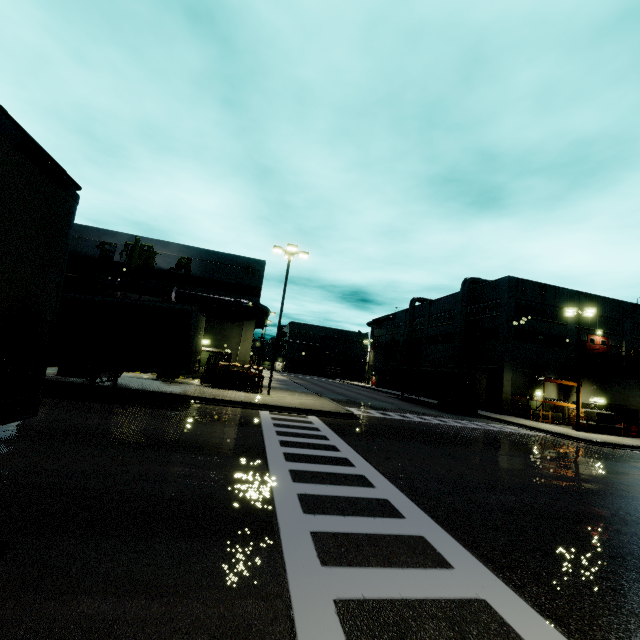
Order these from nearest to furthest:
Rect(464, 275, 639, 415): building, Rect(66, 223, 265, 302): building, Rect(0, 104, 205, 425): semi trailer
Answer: Rect(0, 104, 205, 425): semi trailer, Rect(66, 223, 265, 302): building, Rect(464, 275, 639, 415): building

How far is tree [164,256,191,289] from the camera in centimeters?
2681cm

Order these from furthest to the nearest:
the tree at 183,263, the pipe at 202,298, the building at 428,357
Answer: the building at 428,357, the tree at 183,263, the pipe at 202,298

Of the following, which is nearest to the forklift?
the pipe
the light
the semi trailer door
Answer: the pipe

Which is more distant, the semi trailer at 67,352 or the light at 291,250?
the light at 291,250

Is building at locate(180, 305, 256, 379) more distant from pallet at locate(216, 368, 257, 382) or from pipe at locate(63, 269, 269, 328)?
pallet at locate(216, 368, 257, 382)

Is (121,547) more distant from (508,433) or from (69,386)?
(508,433)

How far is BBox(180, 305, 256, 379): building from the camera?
26.9m
